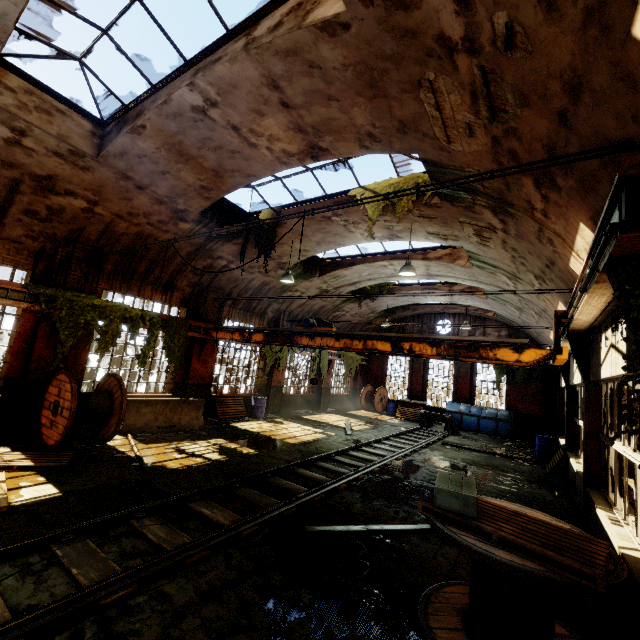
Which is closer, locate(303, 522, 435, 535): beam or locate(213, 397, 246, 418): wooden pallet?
locate(303, 522, 435, 535): beam

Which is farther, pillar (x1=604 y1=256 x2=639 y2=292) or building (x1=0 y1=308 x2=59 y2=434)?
building (x1=0 y1=308 x2=59 y2=434)

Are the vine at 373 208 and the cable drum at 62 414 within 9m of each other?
yes

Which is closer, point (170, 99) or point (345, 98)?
point (345, 98)

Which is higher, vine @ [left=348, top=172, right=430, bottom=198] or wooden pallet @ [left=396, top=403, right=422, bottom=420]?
vine @ [left=348, top=172, right=430, bottom=198]

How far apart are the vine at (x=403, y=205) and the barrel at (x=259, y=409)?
9.76m

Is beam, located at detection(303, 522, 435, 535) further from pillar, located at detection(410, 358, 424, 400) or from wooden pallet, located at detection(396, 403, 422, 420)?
pillar, located at detection(410, 358, 424, 400)

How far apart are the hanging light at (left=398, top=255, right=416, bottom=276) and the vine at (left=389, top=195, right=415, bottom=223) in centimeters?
141cm
